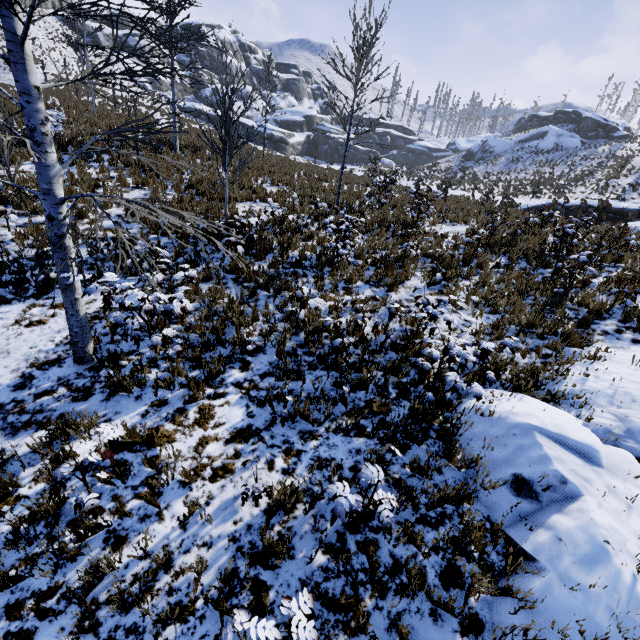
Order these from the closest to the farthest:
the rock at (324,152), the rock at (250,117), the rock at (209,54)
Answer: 1. the rock at (250,117)
2. the rock at (324,152)
3. the rock at (209,54)

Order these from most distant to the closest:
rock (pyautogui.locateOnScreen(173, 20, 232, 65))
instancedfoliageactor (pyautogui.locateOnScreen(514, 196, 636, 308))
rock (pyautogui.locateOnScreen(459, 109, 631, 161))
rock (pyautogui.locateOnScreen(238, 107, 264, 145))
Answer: rock (pyautogui.locateOnScreen(173, 20, 232, 65)) < rock (pyautogui.locateOnScreen(238, 107, 264, 145)) < rock (pyautogui.locateOnScreen(459, 109, 631, 161)) < instancedfoliageactor (pyautogui.locateOnScreen(514, 196, 636, 308))

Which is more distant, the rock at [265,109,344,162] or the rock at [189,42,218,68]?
the rock at [189,42,218,68]

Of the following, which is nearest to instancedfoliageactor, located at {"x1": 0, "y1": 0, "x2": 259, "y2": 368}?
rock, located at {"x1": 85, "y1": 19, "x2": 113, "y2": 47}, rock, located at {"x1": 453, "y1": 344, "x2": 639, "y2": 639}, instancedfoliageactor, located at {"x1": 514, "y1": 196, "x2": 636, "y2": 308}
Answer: rock, located at {"x1": 453, "y1": 344, "x2": 639, "y2": 639}

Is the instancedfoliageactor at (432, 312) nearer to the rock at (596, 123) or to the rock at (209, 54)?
the rock at (209, 54)

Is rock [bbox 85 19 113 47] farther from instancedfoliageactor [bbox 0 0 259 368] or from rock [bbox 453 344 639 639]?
rock [bbox 453 344 639 639]

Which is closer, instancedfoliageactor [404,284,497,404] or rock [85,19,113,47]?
instancedfoliageactor [404,284,497,404]

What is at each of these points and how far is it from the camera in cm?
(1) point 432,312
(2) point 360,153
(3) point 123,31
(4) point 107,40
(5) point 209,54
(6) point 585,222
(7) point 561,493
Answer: (1) instancedfoliageactor, 504
(2) rock, 5750
(3) rock, 4741
(4) rock, 4544
(5) rock, 5619
(6) instancedfoliageactor, 1095
(7) rock, 350
